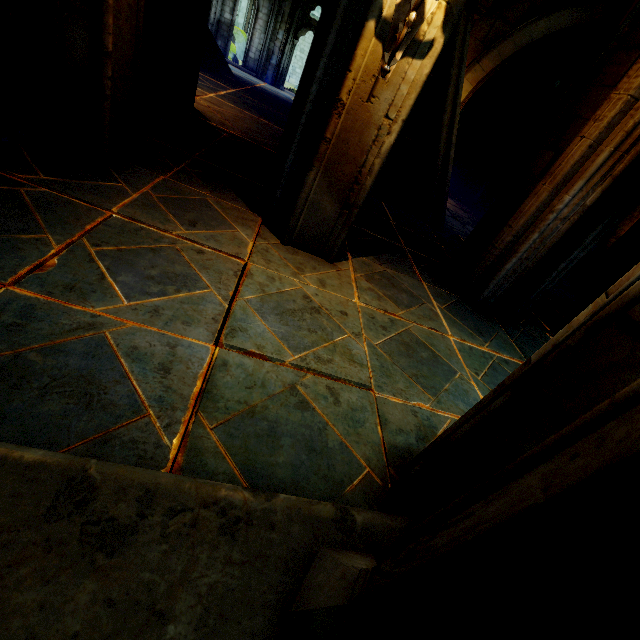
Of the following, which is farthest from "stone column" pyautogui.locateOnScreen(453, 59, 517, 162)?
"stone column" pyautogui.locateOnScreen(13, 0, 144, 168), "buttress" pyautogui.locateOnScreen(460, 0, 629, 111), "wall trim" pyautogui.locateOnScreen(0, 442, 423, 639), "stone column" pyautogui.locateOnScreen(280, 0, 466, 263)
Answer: "wall trim" pyautogui.locateOnScreen(0, 442, 423, 639)

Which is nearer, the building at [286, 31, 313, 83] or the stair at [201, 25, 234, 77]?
the stair at [201, 25, 234, 77]

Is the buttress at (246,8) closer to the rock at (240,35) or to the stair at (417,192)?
the rock at (240,35)

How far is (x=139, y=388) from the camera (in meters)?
1.56

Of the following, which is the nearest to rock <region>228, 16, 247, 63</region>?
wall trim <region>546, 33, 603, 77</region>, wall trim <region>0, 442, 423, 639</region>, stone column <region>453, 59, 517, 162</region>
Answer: stone column <region>453, 59, 517, 162</region>

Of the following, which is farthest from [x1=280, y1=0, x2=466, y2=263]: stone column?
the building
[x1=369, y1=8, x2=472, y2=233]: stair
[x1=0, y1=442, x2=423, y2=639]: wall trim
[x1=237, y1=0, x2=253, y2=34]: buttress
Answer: [x1=237, y1=0, x2=253, y2=34]: buttress

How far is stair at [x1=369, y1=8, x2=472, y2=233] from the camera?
7.33m

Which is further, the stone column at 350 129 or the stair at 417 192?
the stair at 417 192
